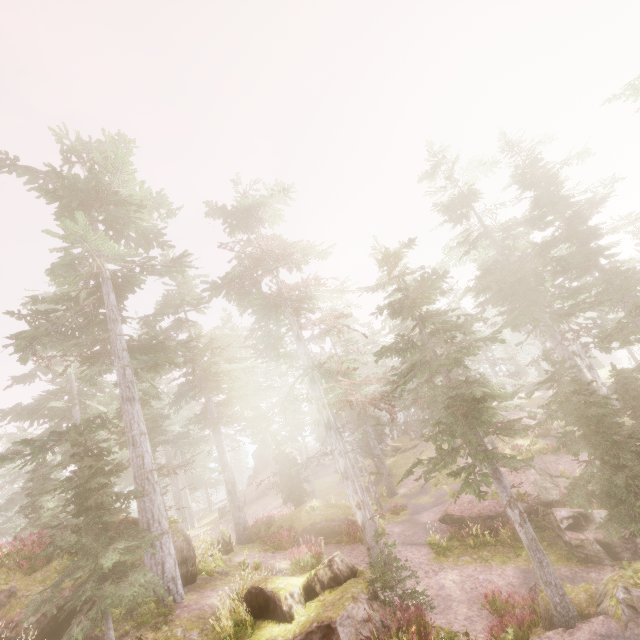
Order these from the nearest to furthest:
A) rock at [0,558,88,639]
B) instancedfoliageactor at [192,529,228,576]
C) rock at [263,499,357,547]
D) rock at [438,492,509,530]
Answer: rock at [0,558,88,639] < instancedfoliageactor at [192,529,228,576] < rock at [438,492,509,530] < rock at [263,499,357,547]

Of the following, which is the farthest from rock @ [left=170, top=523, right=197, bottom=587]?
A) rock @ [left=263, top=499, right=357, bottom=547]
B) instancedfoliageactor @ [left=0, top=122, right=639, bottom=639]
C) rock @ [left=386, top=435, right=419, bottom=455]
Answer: rock @ [left=386, top=435, right=419, bottom=455]

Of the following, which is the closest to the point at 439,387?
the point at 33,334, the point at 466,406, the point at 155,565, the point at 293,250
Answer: the point at 466,406

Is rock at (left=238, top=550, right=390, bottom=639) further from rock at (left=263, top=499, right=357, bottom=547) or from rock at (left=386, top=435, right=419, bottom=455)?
rock at (left=386, top=435, right=419, bottom=455)

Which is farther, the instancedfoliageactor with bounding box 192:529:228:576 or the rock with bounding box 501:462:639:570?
the instancedfoliageactor with bounding box 192:529:228:576

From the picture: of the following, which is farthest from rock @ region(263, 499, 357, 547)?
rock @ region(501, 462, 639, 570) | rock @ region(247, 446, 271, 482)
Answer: rock @ region(247, 446, 271, 482)

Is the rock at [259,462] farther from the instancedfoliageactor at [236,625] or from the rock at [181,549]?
the rock at [181,549]

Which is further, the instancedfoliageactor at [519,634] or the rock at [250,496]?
the rock at [250,496]
